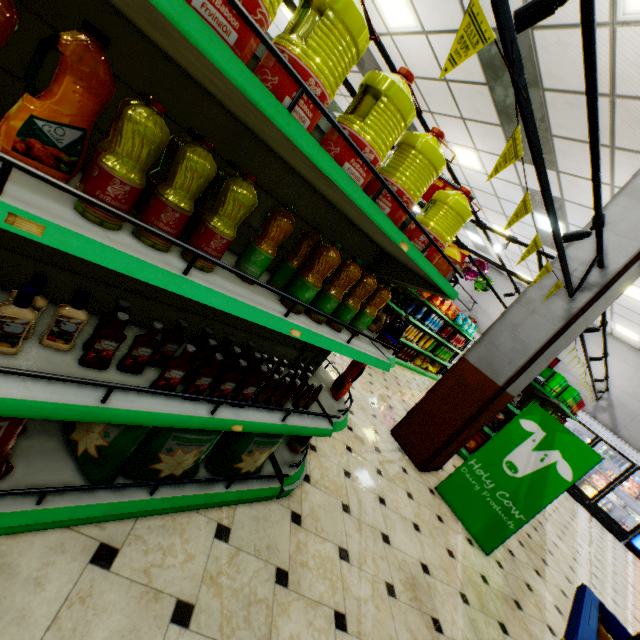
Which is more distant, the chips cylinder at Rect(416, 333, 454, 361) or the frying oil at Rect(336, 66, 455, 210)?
the chips cylinder at Rect(416, 333, 454, 361)

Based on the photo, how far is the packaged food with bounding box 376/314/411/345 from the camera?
2.3m

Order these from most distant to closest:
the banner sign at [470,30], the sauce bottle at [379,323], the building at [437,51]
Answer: the building at [437,51] → the sauce bottle at [379,323] → the banner sign at [470,30]

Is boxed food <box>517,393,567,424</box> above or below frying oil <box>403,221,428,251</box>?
below

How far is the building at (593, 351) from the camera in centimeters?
1139cm

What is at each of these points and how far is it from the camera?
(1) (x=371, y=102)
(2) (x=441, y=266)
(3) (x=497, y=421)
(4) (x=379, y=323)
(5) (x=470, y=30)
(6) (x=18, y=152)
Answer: (1) frying oil, 1.24m
(2) boxed food, 2.30m
(3) packaged chips, 5.94m
(4) sauce bottle, 2.51m
(5) banner sign, 1.34m
(6) frying oil, 0.88m

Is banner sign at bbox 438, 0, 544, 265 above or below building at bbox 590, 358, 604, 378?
below

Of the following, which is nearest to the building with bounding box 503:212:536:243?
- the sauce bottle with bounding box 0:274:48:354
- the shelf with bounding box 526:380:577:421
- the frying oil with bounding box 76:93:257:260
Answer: the shelf with bounding box 526:380:577:421
